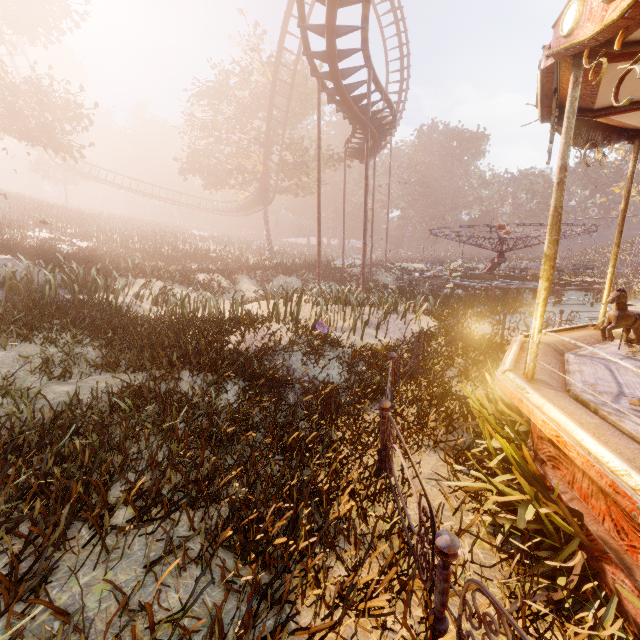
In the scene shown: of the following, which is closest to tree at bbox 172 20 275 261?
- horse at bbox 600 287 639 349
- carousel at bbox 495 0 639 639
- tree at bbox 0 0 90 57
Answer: tree at bbox 0 0 90 57

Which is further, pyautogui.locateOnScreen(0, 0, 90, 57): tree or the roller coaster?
pyautogui.locateOnScreen(0, 0, 90, 57): tree

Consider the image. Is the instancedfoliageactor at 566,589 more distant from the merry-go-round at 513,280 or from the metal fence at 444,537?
the merry-go-round at 513,280

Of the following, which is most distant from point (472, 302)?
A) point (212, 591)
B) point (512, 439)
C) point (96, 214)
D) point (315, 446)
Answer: point (96, 214)

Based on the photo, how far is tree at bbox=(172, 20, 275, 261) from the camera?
27.7 meters

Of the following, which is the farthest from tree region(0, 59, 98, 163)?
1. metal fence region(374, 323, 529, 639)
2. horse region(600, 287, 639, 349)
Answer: horse region(600, 287, 639, 349)

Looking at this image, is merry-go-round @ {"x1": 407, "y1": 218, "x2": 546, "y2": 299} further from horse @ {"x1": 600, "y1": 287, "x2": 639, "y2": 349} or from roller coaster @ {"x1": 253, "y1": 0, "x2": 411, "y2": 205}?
horse @ {"x1": 600, "y1": 287, "x2": 639, "y2": 349}

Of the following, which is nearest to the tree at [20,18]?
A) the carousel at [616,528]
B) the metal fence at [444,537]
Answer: the carousel at [616,528]
